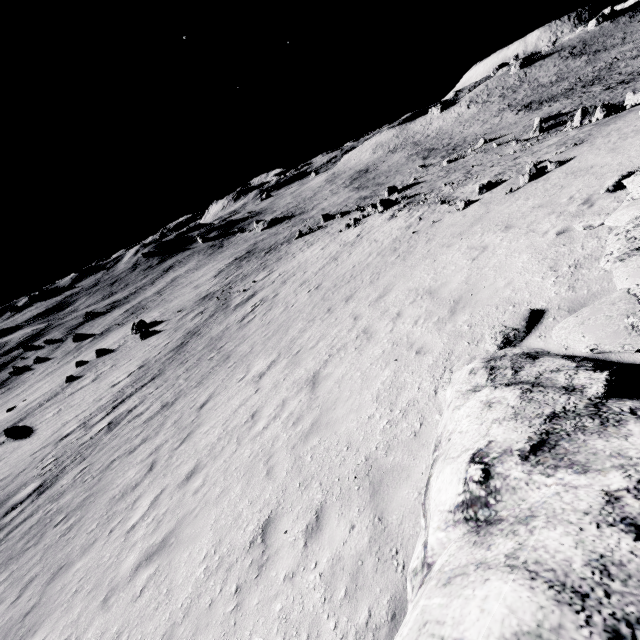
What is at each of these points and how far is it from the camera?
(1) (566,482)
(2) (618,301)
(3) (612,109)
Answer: (1) stone, 2.35m
(2) stone, 4.36m
(3) stone, 22.84m

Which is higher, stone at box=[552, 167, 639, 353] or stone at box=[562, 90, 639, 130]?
stone at box=[552, 167, 639, 353]

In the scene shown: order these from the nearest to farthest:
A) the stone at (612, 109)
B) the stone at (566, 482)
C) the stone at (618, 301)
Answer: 1. the stone at (566, 482)
2. the stone at (618, 301)
3. the stone at (612, 109)

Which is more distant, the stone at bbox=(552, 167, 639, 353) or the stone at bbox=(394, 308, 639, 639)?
the stone at bbox=(552, 167, 639, 353)

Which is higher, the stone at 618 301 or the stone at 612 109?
the stone at 618 301

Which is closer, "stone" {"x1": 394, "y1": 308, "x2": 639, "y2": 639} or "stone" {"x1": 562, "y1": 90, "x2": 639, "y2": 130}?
"stone" {"x1": 394, "y1": 308, "x2": 639, "y2": 639}

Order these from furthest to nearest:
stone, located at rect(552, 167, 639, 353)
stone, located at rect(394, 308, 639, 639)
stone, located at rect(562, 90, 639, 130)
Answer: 1. stone, located at rect(562, 90, 639, 130)
2. stone, located at rect(552, 167, 639, 353)
3. stone, located at rect(394, 308, 639, 639)
